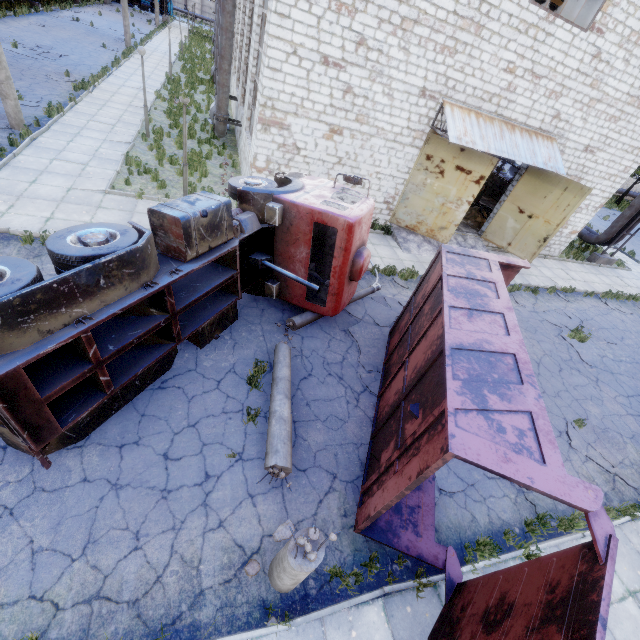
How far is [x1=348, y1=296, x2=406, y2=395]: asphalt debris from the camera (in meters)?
8.15

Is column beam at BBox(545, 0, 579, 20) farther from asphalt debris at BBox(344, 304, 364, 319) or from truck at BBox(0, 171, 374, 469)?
asphalt debris at BBox(344, 304, 364, 319)

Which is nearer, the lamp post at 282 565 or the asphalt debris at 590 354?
the lamp post at 282 565

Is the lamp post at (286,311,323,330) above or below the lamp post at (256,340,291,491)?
below

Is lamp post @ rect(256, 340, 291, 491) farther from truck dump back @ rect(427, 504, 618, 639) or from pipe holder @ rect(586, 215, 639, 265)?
pipe holder @ rect(586, 215, 639, 265)

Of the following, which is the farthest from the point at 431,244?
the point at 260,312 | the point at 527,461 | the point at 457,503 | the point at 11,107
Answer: the point at 11,107

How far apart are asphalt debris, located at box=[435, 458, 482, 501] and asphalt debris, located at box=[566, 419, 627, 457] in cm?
330

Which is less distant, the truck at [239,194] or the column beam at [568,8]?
the truck at [239,194]
